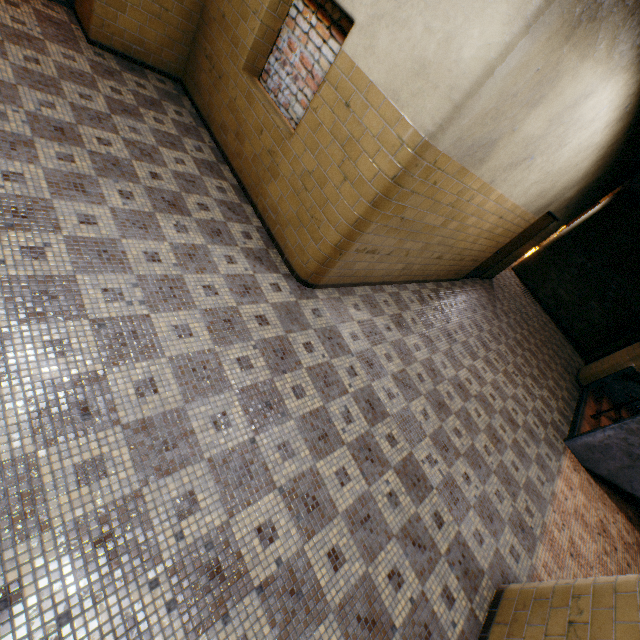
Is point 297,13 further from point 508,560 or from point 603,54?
point 508,560

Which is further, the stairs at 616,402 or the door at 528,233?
the door at 528,233

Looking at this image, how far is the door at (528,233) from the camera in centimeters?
716cm

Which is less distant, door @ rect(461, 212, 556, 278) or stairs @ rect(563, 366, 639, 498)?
stairs @ rect(563, 366, 639, 498)

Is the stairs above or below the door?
below

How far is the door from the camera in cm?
716
